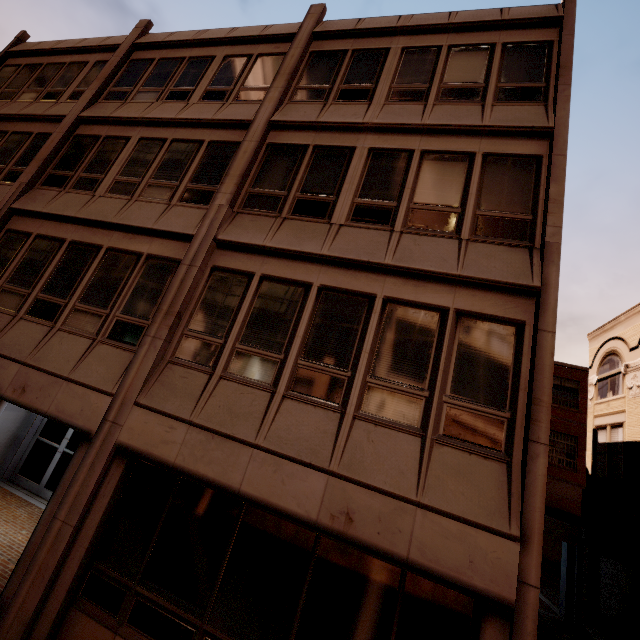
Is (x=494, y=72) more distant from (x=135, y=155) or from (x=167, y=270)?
(x=135, y=155)
